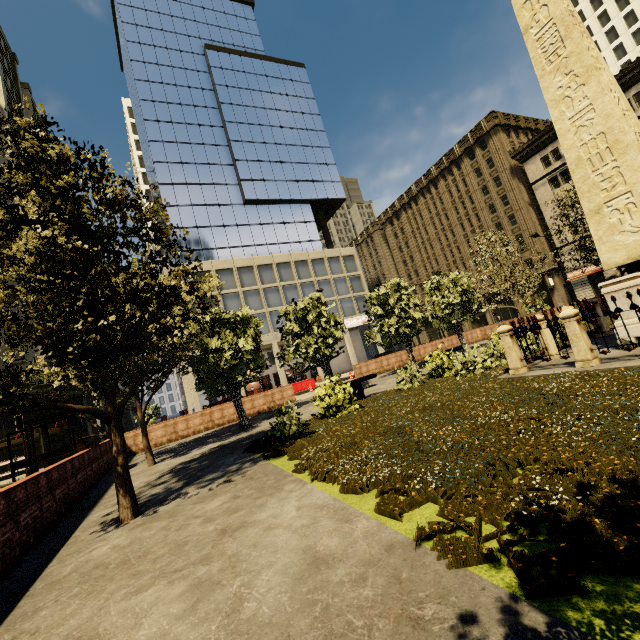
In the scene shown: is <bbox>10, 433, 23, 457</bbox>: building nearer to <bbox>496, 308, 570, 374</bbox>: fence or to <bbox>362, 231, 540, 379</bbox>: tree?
<bbox>362, 231, 540, 379</bbox>: tree

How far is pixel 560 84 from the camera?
8.70m

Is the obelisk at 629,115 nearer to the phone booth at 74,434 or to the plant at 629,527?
the plant at 629,527

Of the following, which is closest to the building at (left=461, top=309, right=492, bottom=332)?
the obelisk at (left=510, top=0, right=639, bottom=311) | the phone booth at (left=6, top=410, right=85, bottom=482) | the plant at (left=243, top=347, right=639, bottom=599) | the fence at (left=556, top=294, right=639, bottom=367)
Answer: the phone booth at (left=6, top=410, right=85, bottom=482)

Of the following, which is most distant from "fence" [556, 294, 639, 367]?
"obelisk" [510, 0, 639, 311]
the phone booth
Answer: the phone booth

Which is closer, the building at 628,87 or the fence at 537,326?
the fence at 537,326

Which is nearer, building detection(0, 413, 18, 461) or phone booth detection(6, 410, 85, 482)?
phone booth detection(6, 410, 85, 482)

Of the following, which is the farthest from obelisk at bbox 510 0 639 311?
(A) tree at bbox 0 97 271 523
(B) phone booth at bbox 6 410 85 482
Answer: (B) phone booth at bbox 6 410 85 482
